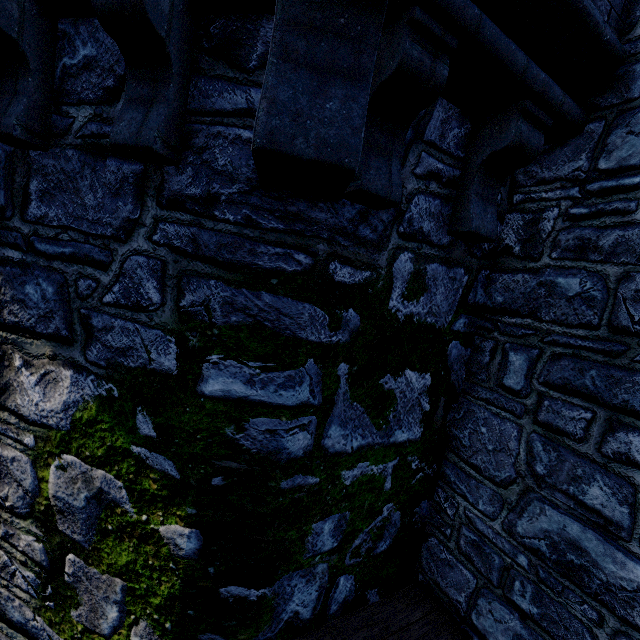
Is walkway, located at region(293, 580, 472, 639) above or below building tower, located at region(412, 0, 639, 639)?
below

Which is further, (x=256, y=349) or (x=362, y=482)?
(x=362, y=482)

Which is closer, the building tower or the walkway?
the building tower

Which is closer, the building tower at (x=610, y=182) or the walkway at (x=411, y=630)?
the building tower at (x=610, y=182)

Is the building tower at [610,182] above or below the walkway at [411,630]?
above
